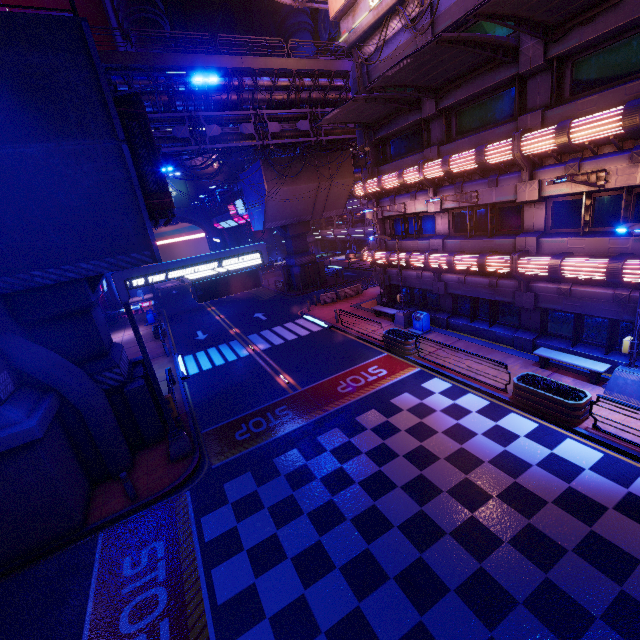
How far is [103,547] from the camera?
9.43m

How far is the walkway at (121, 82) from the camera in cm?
2020

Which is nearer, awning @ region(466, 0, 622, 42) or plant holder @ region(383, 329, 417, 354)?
awning @ region(466, 0, 622, 42)

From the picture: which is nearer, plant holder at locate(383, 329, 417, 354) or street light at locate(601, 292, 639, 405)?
street light at locate(601, 292, 639, 405)

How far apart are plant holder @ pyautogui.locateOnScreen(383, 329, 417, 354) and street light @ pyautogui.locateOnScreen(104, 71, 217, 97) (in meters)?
13.51

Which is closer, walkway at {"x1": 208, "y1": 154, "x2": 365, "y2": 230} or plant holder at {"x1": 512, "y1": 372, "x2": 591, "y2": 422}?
plant holder at {"x1": 512, "y1": 372, "x2": 591, "y2": 422}

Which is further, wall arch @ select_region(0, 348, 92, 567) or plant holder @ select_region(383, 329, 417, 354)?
plant holder @ select_region(383, 329, 417, 354)

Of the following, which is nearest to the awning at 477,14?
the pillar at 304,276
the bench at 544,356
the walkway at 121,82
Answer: the bench at 544,356
